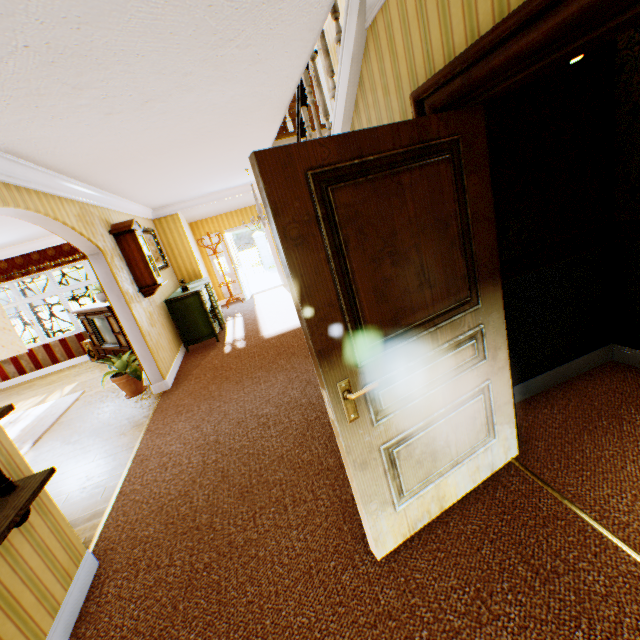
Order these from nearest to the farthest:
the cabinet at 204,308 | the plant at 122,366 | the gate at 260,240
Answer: the plant at 122,366, the cabinet at 204,308, the gate at 260,240

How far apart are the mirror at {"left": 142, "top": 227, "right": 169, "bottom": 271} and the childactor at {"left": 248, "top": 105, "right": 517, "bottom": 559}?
6.4 meters

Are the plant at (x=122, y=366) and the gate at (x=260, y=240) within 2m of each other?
no

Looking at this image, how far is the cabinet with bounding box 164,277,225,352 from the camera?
6.55m

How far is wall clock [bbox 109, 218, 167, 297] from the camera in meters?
5.2 m

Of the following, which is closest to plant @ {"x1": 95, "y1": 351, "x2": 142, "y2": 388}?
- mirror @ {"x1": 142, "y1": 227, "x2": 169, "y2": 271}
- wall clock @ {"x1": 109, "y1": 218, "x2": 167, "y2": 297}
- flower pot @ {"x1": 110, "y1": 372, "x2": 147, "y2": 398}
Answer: flower pot @ {"x1": 110, "y1": 372, "x2": 147, "y2": 398}

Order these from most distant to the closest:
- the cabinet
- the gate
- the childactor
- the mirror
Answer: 1. the gate
2. the mirror
3. the cabinet
4. the childactor

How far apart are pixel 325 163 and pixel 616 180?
2.6 meters
